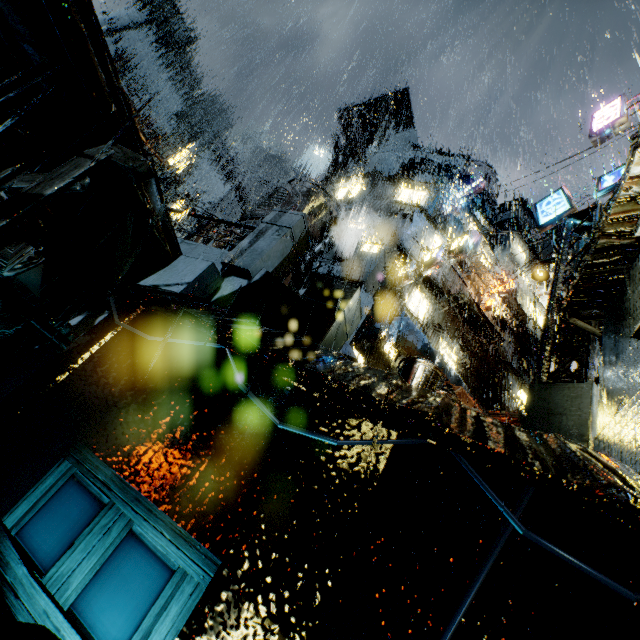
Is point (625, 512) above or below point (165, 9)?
below

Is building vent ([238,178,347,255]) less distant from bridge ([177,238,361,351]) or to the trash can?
bridge ([177,238,361,351])

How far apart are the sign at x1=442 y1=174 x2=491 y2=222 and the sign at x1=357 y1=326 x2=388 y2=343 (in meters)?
14.90

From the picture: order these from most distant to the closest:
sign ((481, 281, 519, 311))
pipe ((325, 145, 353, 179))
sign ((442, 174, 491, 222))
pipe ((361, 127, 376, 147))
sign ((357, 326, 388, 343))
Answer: pipe ((361, 127, 376, 147))
pipe ((325, 145, 353, 179))
sign ((442, 174, 491, 222))
sign ((481, 281, 519, 311))
sign ((357, 326, 388, 343))

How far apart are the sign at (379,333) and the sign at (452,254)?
4.5 meters

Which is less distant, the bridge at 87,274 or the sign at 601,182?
the bridge at 87,274

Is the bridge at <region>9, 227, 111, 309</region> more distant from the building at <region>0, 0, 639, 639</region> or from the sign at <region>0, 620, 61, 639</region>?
the sign at <region>0, 620, 61, 639</region>

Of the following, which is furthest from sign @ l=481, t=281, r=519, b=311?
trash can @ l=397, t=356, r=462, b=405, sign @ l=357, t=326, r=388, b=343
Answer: trash can @ l=397, t=356, r=462, b=405
